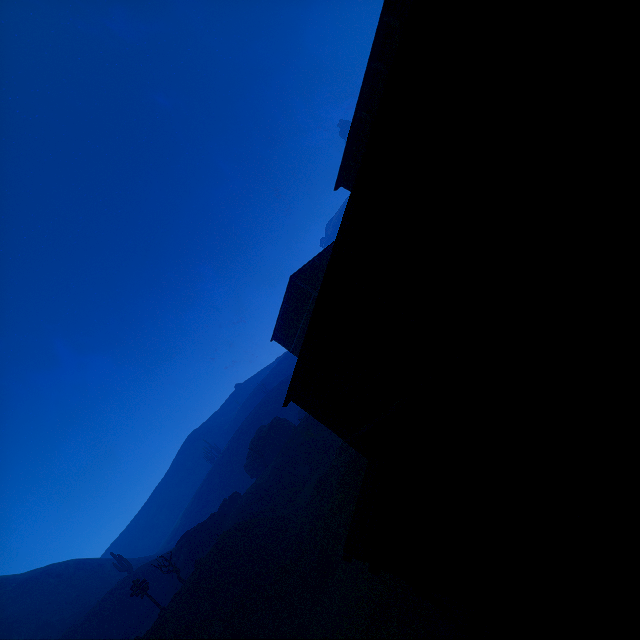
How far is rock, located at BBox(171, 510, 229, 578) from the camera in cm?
3738

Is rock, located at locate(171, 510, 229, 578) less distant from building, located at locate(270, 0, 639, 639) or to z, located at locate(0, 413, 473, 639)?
z, located at locate(0, 413, 473, 639)

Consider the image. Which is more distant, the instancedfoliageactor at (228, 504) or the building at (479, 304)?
the instancedfoliageactor at (228, 504)

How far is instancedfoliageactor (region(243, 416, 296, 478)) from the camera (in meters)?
52.03

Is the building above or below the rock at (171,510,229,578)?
Result: below

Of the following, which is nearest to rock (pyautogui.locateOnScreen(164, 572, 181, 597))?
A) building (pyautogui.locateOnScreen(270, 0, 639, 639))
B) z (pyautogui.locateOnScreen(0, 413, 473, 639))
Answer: z (pyautogui.locateOnScreen(0, 413, 473, 639))

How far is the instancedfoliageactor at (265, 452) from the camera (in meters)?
52.03

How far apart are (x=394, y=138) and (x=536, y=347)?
2.6m
